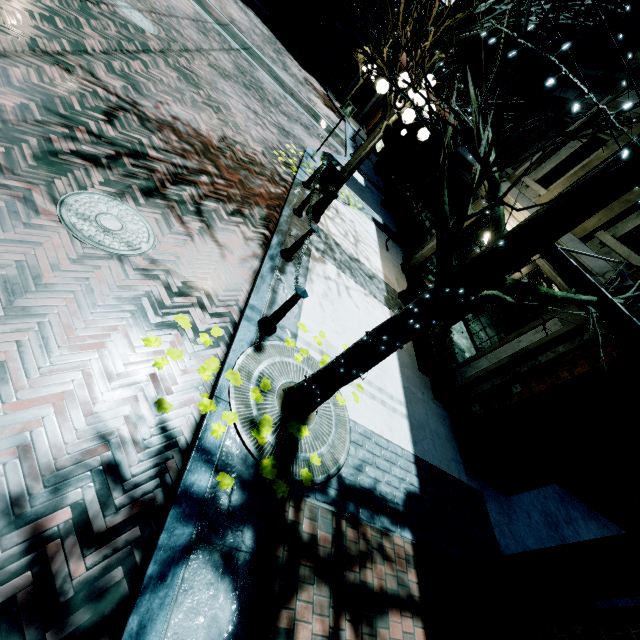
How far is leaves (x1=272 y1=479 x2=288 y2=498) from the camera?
3.2 meters

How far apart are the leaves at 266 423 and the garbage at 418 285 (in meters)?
6.00

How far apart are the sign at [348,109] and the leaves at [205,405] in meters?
11.3

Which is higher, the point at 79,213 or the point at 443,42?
the point at 443,42

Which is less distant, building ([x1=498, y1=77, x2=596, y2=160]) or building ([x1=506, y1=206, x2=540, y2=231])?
building ([x1=506, y1=206, x2=540, y2=231])

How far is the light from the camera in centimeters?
611cm

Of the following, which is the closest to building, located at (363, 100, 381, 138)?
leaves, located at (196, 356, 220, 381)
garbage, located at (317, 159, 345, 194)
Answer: garbage, located at (317, 159, 345, 194)
